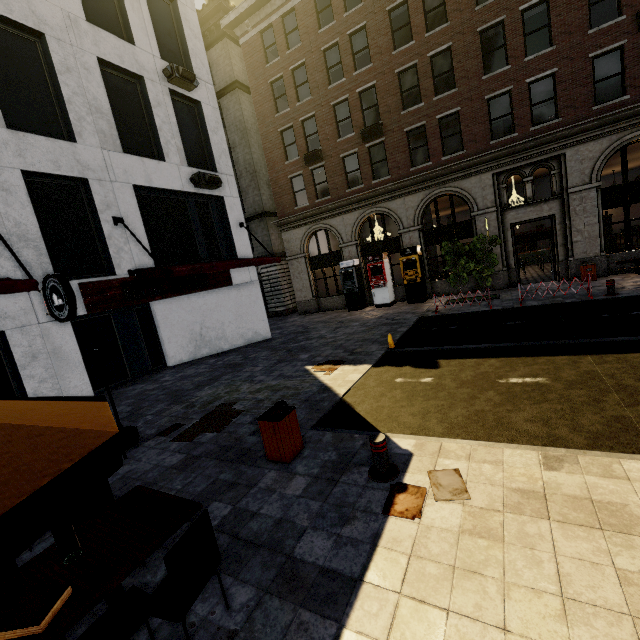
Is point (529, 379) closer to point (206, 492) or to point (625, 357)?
point (625, 357)

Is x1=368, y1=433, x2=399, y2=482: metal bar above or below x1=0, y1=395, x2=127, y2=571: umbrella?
below

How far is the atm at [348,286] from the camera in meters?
20.0

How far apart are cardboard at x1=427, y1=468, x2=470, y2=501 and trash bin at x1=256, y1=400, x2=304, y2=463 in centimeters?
181cm

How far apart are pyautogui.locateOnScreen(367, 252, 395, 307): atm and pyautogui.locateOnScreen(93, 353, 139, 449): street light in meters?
14.7

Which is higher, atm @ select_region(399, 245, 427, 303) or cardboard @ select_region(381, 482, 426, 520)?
atm @ select_region(399, 245, 427, 303)

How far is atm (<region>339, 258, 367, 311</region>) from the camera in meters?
20.0

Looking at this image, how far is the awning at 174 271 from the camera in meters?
9.9
